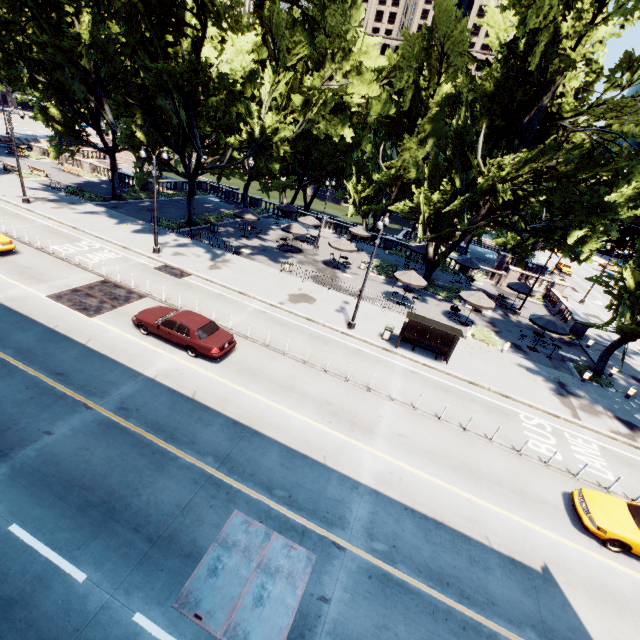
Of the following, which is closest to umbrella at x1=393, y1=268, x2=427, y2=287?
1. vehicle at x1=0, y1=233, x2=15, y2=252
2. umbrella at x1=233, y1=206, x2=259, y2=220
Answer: umbrella at x1=233, y1=206, x2=259, y2=220

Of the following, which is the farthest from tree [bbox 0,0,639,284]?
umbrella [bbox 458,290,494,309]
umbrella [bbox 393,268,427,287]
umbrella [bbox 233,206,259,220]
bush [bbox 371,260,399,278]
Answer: umbrella [bbox 233,206,259,220]

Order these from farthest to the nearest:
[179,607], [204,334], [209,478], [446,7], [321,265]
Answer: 1. [321,265]
2. [446,7]
3. [204,334]
4. [209,478]
5. [179,607]

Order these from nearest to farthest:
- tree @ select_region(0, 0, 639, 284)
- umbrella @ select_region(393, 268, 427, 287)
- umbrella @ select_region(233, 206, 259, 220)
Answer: tree @ select_region(0, 0, 639, 284)
umbrella @ select_region(393, 268, 427, 287)
umbrella @ select_region(233, 206, 259, 220)

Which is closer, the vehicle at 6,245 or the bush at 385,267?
the vehicle at 6,245

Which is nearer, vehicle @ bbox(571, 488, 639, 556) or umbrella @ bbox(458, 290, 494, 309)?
vehicle @ bbox(571, 488, 639, 556)

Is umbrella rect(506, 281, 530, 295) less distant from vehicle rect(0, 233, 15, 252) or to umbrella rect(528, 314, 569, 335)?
umbrella rect(528, 314, 569, 335)

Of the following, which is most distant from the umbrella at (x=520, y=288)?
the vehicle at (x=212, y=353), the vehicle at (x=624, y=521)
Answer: the vehicle at (x=212, y=353)
